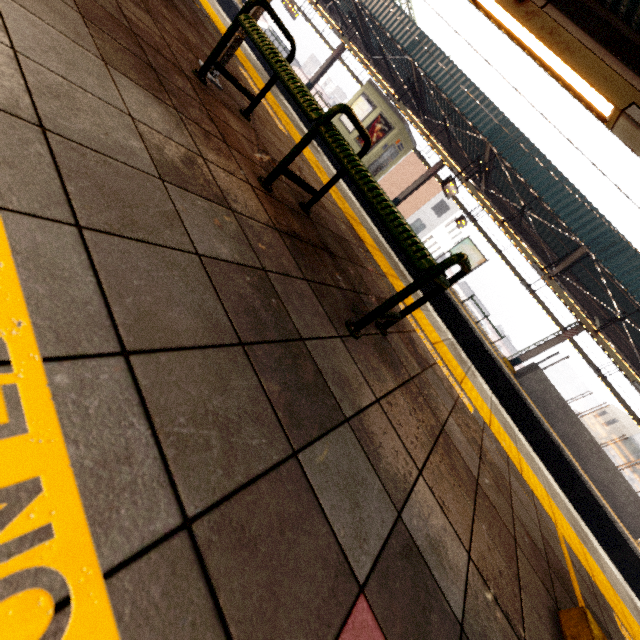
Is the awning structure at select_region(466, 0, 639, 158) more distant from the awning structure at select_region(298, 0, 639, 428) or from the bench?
the awning structure at select_region(298, 0, 639, 428)

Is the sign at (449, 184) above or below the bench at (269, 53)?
above

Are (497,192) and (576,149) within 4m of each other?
no

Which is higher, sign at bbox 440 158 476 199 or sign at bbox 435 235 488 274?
sign at bbox 440 158 476 199

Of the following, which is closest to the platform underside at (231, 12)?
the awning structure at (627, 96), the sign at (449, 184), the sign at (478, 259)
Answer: the sign at (449, 184)

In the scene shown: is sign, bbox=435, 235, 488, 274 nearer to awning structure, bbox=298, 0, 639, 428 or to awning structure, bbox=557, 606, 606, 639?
awning structure, bbox=298, 0, 639, 428

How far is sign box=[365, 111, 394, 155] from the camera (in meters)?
16.09

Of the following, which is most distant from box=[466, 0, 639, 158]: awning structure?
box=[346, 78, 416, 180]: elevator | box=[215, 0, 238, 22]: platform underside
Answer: box=[346, 78, 416, 180]: elevator
